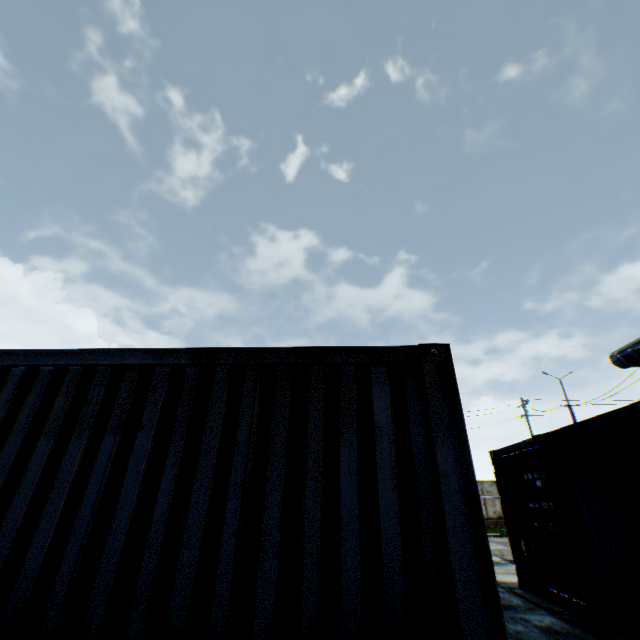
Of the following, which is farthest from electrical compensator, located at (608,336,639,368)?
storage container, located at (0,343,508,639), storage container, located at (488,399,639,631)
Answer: storage container, located at (0,343,508,639)

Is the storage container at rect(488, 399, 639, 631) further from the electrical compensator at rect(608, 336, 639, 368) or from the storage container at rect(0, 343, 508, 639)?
the storage container at rect(0, 343, 508, 639)

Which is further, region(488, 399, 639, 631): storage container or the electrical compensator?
the electrical compensator

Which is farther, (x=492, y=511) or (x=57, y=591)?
(x=492, y=511)

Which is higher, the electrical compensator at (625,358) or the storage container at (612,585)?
the electrical compensator at (625,358)

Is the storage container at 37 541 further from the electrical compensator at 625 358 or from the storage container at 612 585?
the electrical compensator at 625 358

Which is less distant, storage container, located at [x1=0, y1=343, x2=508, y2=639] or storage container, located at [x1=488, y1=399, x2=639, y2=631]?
storage container, located at [x1=0, y1=343, x2=508, y2=639]

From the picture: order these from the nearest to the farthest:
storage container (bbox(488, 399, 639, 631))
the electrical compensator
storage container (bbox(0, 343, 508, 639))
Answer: storage container (bbox(0, 343, 508, 639)), storage container (bbox(488, 399, 639, 631)), the electrical compensator
